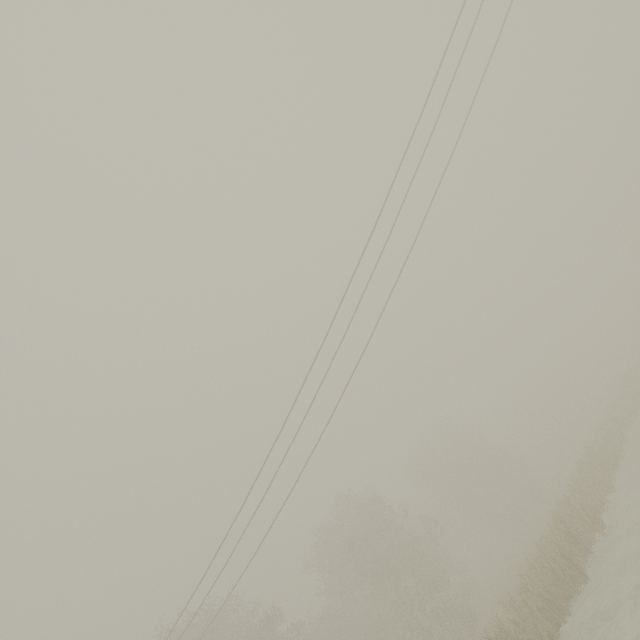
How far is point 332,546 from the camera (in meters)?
34.72
